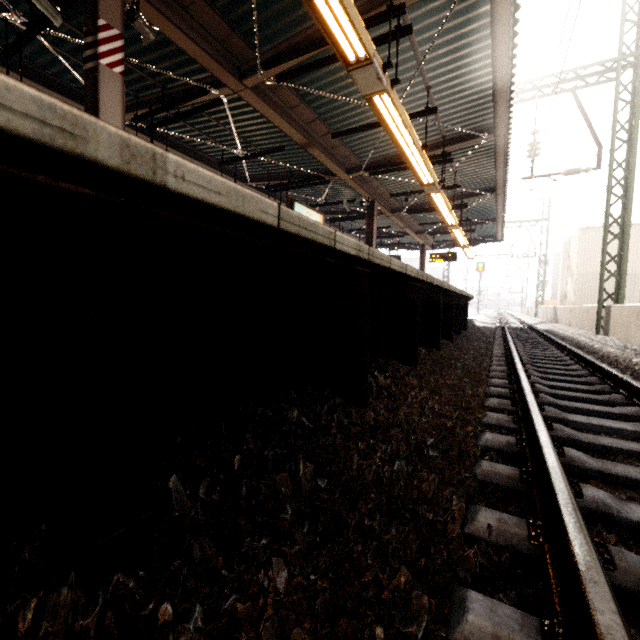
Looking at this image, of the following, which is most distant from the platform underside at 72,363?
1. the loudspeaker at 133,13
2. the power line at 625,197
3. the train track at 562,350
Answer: the loudspeaker at 133,13

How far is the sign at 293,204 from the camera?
7.60m

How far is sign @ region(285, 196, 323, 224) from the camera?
7.6m

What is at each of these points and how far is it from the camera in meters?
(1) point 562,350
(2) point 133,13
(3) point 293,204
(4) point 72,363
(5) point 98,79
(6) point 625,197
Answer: (1) train track, 6.9
(2) loudspeaker, 4.4
(3) sign, 7.6
(4) platform underside, 0.9
(5) awning structure, 3.9
(6) power line, 10.0

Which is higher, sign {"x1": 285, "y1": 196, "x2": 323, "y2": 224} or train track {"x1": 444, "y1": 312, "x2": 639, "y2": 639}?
sign {"x1": 285, "y1": 196, "x2": 323, "y2": 224}

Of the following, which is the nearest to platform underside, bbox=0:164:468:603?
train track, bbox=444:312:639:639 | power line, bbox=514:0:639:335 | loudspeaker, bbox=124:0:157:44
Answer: train track, bbox=444:312:639:639

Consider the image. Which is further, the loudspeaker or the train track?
the loudspeaker

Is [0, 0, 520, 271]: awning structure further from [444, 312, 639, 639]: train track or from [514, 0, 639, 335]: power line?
[444, 312, 639, 639]: train track
